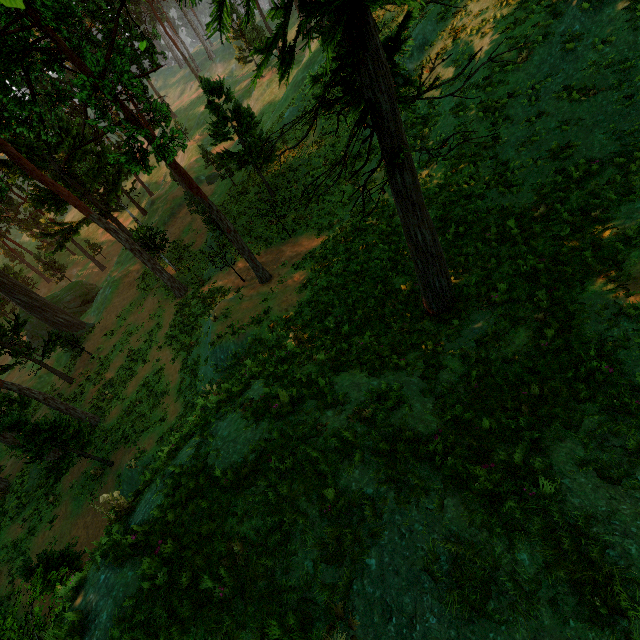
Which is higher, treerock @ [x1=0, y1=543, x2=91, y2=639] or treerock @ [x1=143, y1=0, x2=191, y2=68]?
treerock @ [x1=143, y1=0, x2=191, y2=68]

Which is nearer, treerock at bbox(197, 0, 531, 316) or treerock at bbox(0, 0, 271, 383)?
treerock at bbox(197, 0, 531, 316)

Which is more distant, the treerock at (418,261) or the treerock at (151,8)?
the treerock at (151,8)

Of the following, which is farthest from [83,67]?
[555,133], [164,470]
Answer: [555,133]

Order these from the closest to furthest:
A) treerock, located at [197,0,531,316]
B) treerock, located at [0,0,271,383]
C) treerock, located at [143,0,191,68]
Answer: treerock, located at [197,0,531,316], treerock, located at [0,0,271,383], treerock, located at [143,0,191,68]
